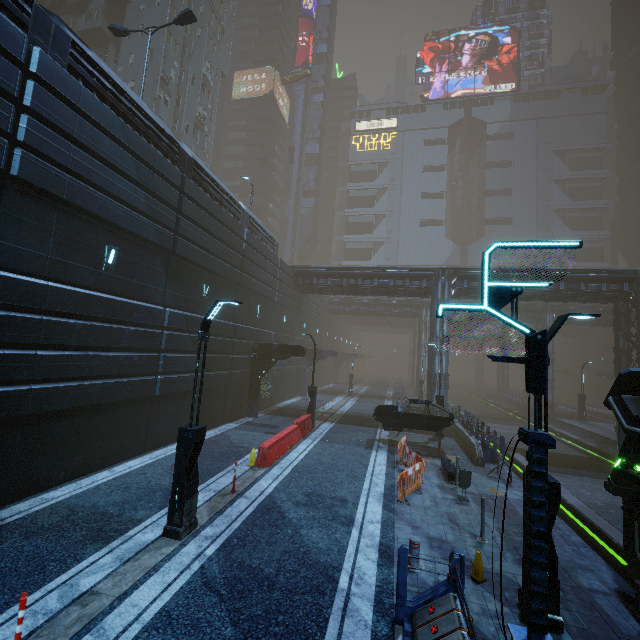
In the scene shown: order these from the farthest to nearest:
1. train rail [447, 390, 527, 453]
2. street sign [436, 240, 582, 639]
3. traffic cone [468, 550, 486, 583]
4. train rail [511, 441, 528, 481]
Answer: train rail [447, 390, 527, 453] < train rail [511, 441, 528, 481] < traffic cone [468, 550, 486, 583] < street sign [436, 240, 582, 639]

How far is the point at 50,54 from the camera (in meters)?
8.98

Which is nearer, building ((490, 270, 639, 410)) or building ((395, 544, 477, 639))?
building ((395, 544, 477, 639))

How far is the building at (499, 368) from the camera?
39.97m

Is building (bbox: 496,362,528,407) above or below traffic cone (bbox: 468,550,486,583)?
above

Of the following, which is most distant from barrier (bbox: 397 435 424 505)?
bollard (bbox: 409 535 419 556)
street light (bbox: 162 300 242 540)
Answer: street light (bbox: 162 300 242 540)

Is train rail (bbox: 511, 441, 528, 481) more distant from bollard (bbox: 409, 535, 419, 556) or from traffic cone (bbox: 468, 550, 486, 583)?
bollard (bbox: 409, 535, 419, 556)

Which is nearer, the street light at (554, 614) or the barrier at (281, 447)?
the street light at (554, 614)
